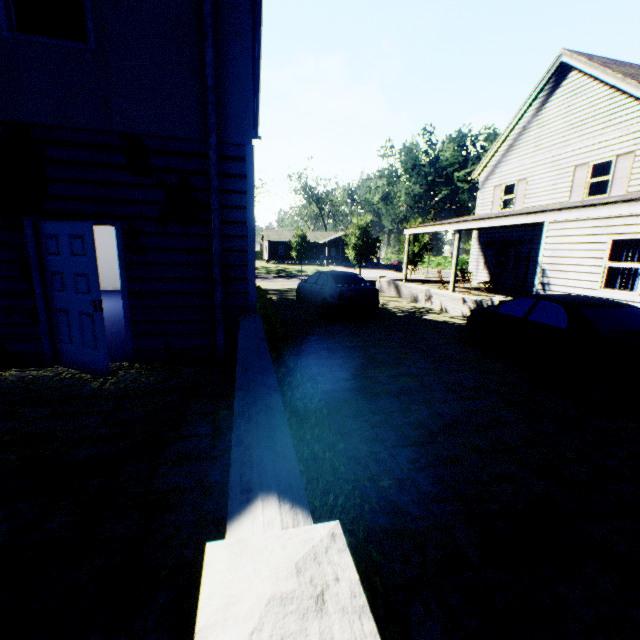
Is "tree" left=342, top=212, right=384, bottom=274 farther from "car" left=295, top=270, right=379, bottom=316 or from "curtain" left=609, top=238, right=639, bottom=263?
"curtain" left=609, top=238, right=639, bottom=263

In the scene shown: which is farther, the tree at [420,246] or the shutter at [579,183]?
the tree at [420,246]

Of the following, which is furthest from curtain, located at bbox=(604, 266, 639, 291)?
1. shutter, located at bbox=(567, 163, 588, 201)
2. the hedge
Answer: the hedge

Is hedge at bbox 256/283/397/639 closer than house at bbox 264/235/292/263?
Yes

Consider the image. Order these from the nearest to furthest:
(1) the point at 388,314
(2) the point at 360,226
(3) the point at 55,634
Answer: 1. (3) the point at 55,634
2. (1) the point at 388,314
3. (2) the point at 360,226

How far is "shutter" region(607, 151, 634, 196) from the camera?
12.7m

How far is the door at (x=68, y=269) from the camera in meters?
4.4 m

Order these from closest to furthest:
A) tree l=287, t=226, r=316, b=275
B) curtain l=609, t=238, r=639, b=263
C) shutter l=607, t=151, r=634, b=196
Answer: curtain l=609, t=238, r=639, b=263
shutter l=607, t=151, r=634, b=196
tree l=287, t=226, r=316, b=275
